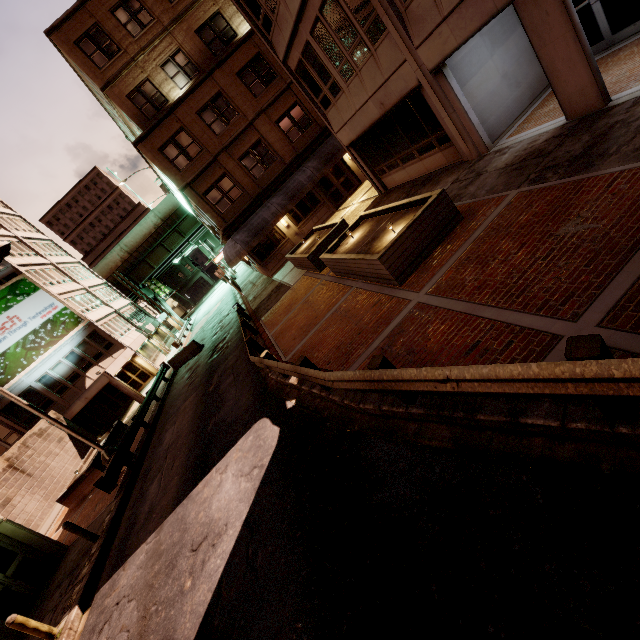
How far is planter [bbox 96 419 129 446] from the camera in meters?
19.2 m

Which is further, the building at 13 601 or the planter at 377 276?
the building at 13 601

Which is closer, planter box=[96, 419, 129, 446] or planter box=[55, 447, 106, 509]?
planter box=[55, 447, 106, 509]

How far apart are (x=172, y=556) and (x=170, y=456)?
5.5m

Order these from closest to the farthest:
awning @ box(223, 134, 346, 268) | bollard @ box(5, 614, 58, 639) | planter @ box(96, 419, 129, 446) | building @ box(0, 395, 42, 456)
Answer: bollard @ box(5, 614, 58, 639) → planter @ box(96, 419, 129, 446) → awning @ box(223, 134, 346, 268) → building @ box(0, 395, 42, 456)

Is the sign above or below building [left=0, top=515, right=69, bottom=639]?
above

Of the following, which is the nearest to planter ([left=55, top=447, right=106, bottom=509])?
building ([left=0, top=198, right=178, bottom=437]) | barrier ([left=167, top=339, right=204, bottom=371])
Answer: building ([left=0, top=198, right=178, bottom=437])

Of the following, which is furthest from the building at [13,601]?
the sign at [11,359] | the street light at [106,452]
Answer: the street light at [106,452]
